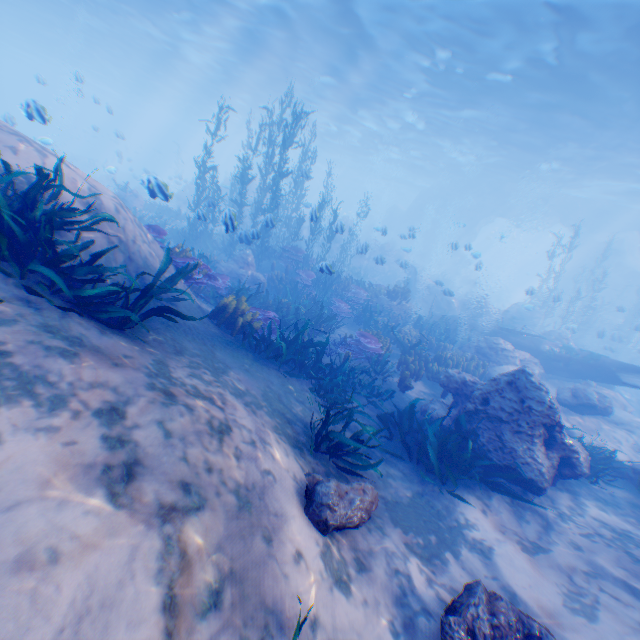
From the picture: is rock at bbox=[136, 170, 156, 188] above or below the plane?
above

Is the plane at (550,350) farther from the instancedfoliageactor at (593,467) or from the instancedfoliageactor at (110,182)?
the instancedfoliageactor at (110,182)

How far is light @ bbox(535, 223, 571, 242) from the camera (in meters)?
47.31

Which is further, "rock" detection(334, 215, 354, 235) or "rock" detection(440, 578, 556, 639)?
"rock" detection(334, 215, 354, 235)

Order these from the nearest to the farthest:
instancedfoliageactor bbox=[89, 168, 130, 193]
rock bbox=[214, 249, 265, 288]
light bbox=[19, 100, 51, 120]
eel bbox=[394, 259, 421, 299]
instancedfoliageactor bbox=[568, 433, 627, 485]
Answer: instancedfoliageactor bbox=[568, 433, 627, 485], light bbox=[19, 100, 51, 120], rock bbox=[214, 249, 265, 288], eel bbox=[394, 259, 421, 299], instancedfoliageactor bbox=[89, 168, 130, 193]

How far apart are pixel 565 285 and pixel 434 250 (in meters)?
14.09

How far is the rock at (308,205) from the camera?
10.13m

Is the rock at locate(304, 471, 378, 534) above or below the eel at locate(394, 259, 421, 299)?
below
